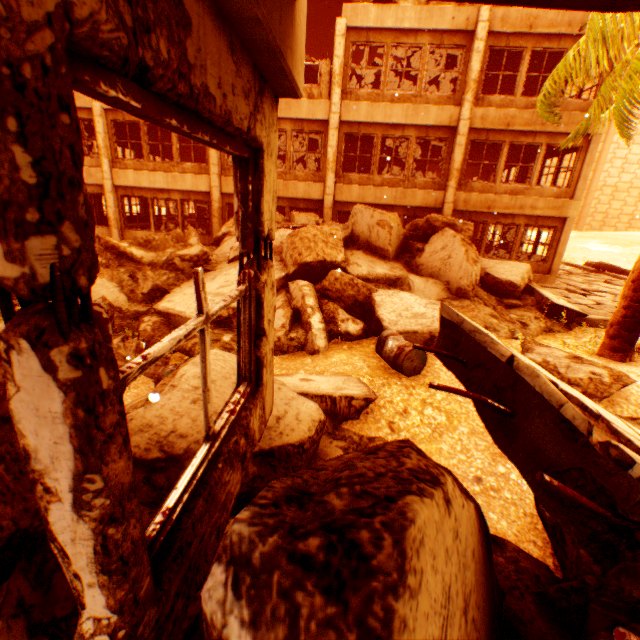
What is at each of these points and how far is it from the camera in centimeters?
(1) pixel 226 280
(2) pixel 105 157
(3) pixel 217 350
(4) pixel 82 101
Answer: (1) rock pile, 866cm
(2) pillar, 1409cm
(3) rock pile, 391cm
(4) wall corner piece, 1351cm

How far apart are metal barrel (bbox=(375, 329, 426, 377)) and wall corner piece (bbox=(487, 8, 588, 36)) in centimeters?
1267cm

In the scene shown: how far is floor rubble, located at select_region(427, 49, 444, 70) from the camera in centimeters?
1344cm

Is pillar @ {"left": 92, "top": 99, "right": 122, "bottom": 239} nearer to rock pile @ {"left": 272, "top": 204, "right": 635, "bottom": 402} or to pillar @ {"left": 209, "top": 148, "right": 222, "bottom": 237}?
rock pile @ {"left": 272, "top": 204, "right": 635, "bottom": 402}

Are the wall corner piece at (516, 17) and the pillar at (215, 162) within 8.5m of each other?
no

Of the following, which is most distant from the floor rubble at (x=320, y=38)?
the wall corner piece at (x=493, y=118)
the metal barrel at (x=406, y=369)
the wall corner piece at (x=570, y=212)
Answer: the metal barrel at (x=406, y=369)

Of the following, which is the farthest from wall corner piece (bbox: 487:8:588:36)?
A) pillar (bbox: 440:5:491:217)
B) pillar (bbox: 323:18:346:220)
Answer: pillar (bbox: 323:18:346:220)
